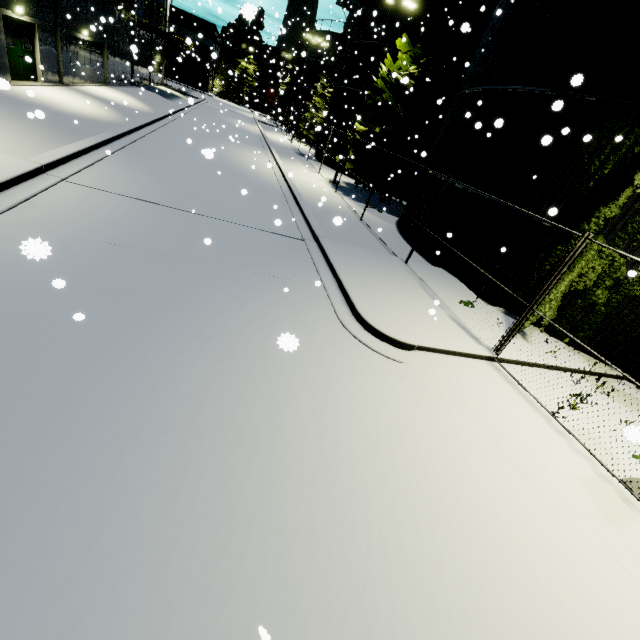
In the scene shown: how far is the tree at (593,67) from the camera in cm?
799

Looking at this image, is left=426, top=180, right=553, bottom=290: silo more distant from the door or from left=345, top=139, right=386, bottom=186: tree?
the door

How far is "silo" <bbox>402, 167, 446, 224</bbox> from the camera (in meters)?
13.26

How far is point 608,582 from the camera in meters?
3.8 m

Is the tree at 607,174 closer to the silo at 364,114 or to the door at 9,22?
the silo at 364,114

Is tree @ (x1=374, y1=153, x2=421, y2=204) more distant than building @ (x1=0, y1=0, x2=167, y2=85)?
Yes

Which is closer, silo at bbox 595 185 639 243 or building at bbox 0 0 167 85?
silo at bbox 595 185 639 243
